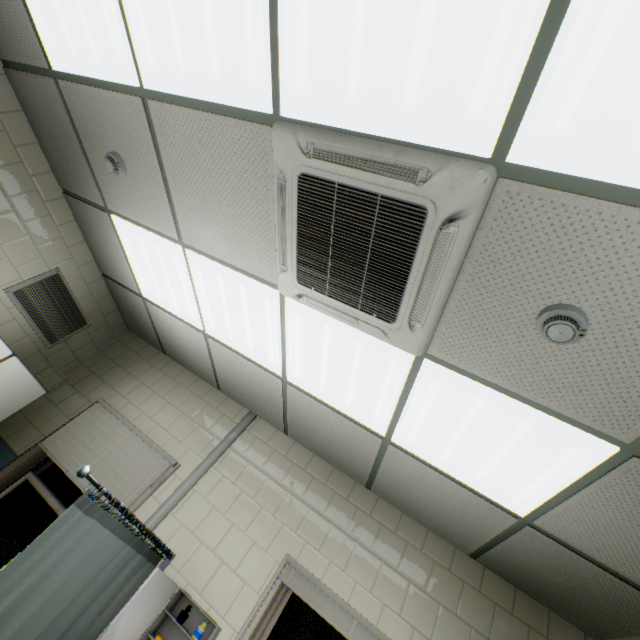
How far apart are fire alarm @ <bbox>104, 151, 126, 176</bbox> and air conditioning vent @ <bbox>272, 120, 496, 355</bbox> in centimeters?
144cm

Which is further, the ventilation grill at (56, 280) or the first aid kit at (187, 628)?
the ventilation grill at (56, 280)

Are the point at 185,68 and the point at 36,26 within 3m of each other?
yes

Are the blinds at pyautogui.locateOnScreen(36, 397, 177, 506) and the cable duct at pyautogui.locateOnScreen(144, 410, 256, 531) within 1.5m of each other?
yes

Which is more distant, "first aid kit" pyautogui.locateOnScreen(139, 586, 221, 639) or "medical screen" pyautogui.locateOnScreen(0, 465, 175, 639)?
"first aid kit" pyautogui.locateOnScreen(139, 586, 221, 639)

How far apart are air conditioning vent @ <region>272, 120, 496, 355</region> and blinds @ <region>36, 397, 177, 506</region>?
2.2m

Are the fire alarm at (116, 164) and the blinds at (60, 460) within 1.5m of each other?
no

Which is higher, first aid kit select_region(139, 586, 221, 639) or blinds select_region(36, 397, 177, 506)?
blinds select_region(36, 397, 177, 506)
